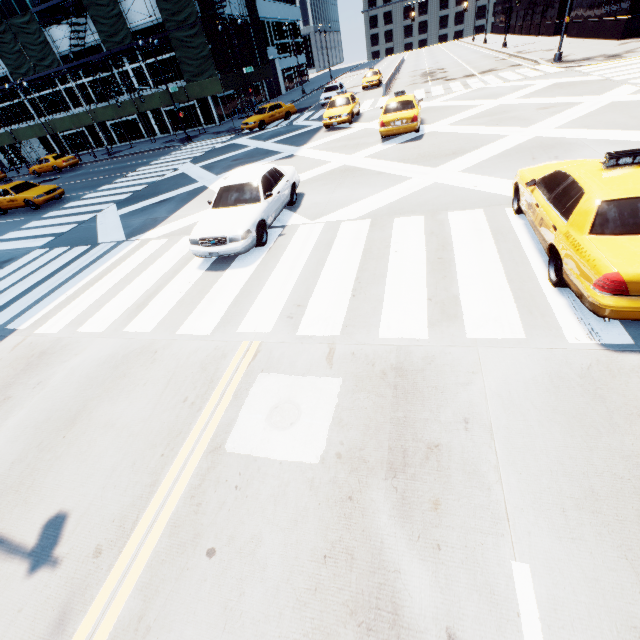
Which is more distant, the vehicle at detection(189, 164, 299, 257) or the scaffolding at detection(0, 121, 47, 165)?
the scaffolding at detection(0, 121, 47, 165)

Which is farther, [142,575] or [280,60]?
[280,60]

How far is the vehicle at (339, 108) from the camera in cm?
1978

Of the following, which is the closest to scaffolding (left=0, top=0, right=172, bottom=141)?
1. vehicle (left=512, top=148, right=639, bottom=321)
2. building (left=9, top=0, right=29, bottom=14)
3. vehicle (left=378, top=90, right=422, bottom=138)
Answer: building (left=9, top=0, right=29, bottom=14)

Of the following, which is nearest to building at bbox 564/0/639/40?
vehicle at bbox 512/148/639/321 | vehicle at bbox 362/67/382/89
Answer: vehicle at bbox 362/67/382/89

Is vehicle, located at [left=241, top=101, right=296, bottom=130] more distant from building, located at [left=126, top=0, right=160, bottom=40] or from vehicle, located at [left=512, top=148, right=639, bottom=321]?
vehicle, located at [left=512, top=148, right=639, bottom=321]

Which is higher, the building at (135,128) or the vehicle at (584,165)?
the building at (135,128)

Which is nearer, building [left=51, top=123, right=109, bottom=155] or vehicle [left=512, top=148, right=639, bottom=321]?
vehicle [left=512, top=148, right=639, bottom=321]
